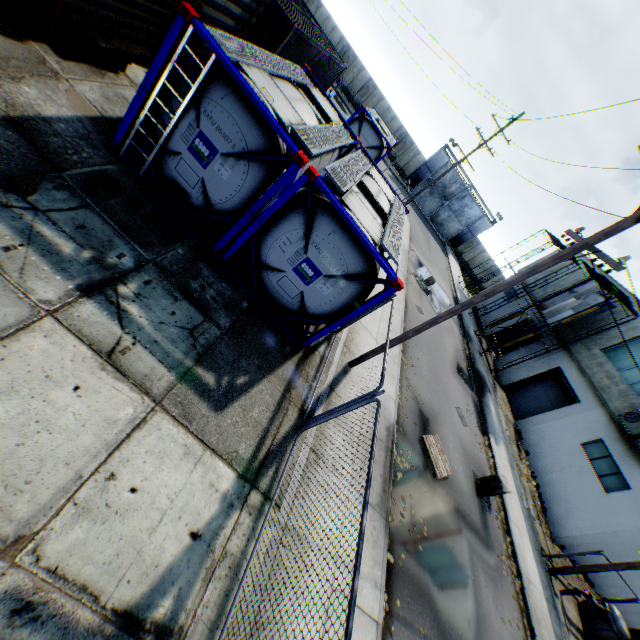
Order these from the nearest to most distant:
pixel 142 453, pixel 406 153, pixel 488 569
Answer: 1. pixel 142 453
2. pixel 488 569
3. pixel 406 153

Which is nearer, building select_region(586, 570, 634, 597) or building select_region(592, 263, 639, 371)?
building select_region(586, 570, 634, 597)

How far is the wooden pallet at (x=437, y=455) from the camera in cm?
1049

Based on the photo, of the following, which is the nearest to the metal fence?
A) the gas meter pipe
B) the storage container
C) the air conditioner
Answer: the storage container

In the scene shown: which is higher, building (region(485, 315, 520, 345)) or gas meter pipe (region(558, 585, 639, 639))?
building (region(485, 315, 520, 345))

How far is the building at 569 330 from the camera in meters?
22.5 m

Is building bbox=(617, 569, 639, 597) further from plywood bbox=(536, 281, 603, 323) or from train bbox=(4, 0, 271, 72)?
train bbox=(4, 0, 271, 72)

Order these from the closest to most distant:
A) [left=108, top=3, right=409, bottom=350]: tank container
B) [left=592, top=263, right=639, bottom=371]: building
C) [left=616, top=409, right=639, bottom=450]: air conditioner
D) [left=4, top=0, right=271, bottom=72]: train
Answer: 1. [left=108, top=3, right=409, bottom=350]: tank container
2. [left=4, top=0, right=271, bottom=72]: train
3. [left=616, top=409, right=639, bottom=450]: air conditioner
4. [left=592, top=263, right=639, bottom=371]: building
